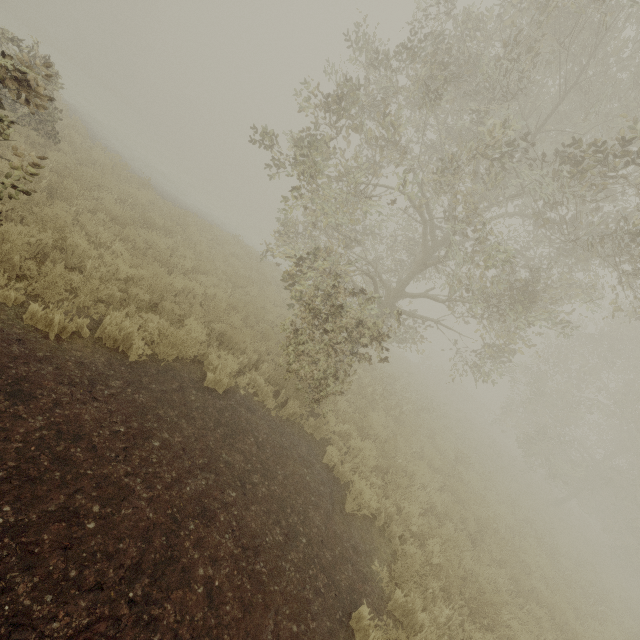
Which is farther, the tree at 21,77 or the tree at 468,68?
the tree at 468,68

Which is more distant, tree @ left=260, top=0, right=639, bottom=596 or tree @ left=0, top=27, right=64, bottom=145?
tree @ left=260, top=0, right=639, bottom=596

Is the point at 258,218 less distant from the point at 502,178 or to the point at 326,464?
the point at 502,178
